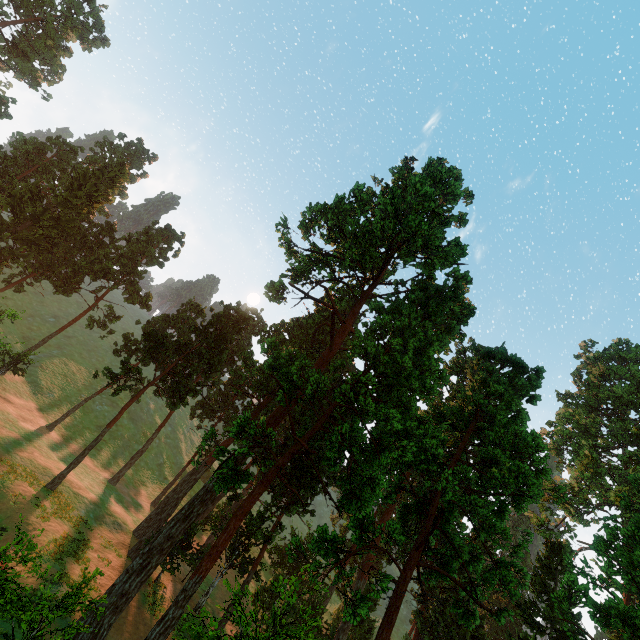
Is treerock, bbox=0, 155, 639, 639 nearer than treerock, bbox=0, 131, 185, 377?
Yes

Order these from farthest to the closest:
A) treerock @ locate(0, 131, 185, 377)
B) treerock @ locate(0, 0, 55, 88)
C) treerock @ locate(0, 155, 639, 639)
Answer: treerock @ locate(0, 0, 55, 88), treerock @ locate(0, 131, 185, 377), treerock @ locate(0, 155, 639, 639)

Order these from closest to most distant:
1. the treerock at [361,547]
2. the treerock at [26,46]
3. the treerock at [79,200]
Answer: the treerock at [361,547], the treerock at [79,200], the treerock at [26,46]

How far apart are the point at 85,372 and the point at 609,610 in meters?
72.1 m

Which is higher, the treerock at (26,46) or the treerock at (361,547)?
the treerock at (26,46)

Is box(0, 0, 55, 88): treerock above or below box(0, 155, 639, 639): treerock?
above
